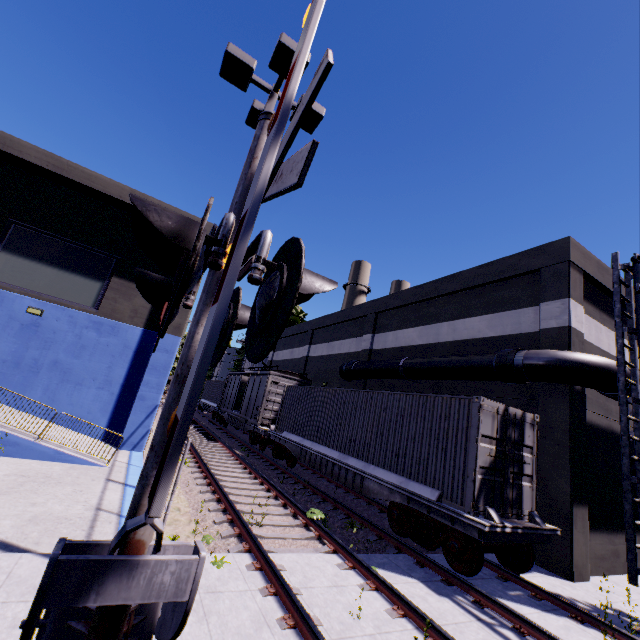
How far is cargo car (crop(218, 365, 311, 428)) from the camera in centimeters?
1986cm

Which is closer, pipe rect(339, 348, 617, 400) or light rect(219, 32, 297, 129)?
light rect(219, 32, 297, 129)

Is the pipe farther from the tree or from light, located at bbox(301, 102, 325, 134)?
the tree

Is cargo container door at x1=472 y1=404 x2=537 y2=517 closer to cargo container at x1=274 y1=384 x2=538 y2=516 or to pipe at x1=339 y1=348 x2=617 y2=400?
cargo container at x1=274 y1=384 x2=538 y2=516

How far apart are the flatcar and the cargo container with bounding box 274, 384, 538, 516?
0.0m

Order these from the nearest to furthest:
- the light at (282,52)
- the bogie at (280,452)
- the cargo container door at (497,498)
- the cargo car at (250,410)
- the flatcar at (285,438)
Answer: the light at (282,52), the flatcar at (285,438), the cargo container door at (497,498), the bogie at (280,452), the cargo car at (250,410)

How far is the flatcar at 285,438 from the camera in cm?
702

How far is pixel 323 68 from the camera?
1.9 meters
